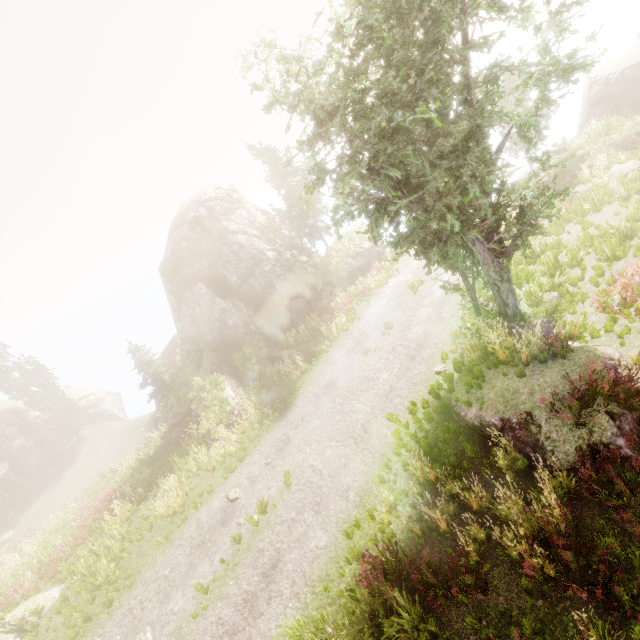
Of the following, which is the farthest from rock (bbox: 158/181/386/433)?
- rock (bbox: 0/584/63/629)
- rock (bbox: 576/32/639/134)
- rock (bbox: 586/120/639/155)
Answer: rock (bbox: 576/32/639/134)

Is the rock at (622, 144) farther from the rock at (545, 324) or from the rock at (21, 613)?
the rock at (21, 613)

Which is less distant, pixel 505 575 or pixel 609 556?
pixel 609 556

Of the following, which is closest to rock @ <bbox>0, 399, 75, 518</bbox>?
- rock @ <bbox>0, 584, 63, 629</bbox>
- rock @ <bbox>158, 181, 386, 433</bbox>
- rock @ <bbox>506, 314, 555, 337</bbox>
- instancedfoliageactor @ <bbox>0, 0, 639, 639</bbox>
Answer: instancedfoliageactor @ <bbox>0, 0, 639, 639</bbox>

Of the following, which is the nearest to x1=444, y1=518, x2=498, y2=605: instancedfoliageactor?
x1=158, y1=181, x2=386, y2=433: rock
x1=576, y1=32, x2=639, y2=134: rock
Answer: x1=158, y1=181, x2=386, y2=433: rock

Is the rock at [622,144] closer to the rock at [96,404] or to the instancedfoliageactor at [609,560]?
the instancedfoliageactor at [609,560]

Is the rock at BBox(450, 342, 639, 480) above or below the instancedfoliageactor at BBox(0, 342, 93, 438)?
below

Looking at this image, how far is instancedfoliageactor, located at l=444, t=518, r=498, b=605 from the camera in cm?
609
